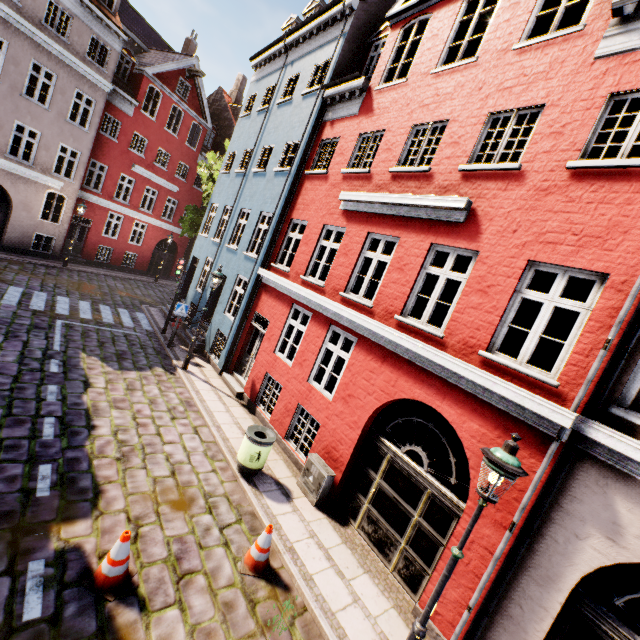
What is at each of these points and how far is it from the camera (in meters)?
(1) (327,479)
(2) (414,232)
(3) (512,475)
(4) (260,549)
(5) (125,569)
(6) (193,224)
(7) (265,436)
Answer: (1) electrical box, 7.29
(2) building, 7.41
(3) street light, 3.65
(4) traffic cone, 5.38
(5) traffic cone, 4.43
(6) tree, 19.33
(7) trash bin, 7.70

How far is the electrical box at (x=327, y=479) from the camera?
7.3 meters

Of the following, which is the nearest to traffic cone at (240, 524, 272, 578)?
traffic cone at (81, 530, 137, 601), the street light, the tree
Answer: traffic cone at (81, 530, 137, 601)

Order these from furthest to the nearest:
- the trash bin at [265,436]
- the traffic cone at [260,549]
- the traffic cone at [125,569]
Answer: the trash bin at [265,436] → the traffic cone at [260,549] → the traffic cone at [125,569]

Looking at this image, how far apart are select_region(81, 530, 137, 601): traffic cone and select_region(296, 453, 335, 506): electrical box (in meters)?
3.69

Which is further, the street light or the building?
the building

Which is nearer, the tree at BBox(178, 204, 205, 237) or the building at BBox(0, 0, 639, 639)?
the building at BBox(0, 0, 639, 639)

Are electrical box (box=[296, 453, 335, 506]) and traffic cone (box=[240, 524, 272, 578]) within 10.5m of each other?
yes
